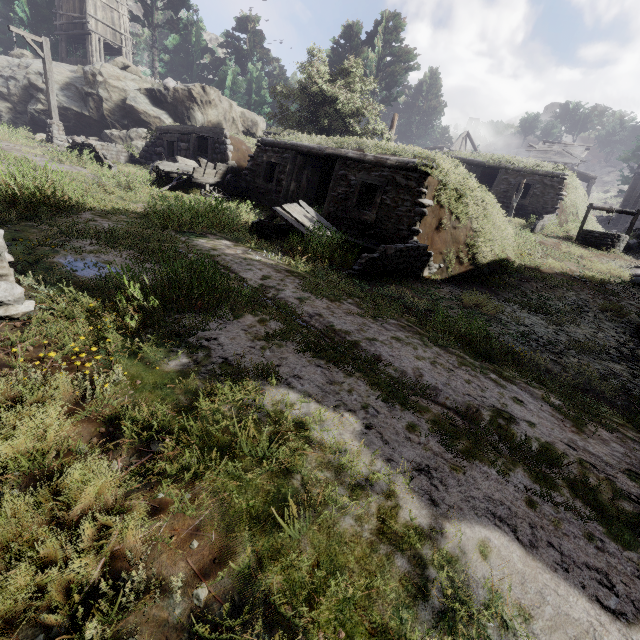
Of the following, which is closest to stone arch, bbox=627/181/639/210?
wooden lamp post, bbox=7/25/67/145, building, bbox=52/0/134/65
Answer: building, bbox=52/0/134/65

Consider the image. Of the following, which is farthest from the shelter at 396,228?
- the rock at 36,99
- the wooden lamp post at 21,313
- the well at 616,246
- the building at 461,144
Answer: the building at 461,144

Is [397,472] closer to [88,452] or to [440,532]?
[440,532]

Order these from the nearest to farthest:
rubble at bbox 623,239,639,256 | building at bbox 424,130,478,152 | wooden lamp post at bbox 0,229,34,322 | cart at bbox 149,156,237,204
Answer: wooden lamp post at bbox 0,229,34,322 → cart at bbox 149,156,237,204 → rubble at bbox 623,239,639,256 → building at bbox 424,130,478,152

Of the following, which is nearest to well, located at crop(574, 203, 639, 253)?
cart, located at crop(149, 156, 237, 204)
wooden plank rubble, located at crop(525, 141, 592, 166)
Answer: cart, located at crop(149, 156, 237, 204)

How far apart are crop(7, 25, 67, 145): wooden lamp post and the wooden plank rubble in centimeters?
4274cm

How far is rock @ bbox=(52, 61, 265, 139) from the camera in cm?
1988

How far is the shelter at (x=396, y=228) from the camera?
9.47m
